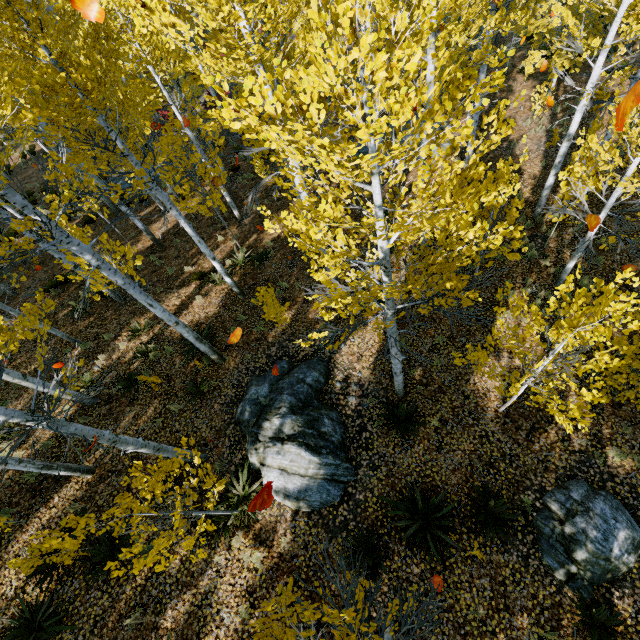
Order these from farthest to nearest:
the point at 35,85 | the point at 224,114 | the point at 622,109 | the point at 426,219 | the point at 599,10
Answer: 1. the point at 599,10
2. the point at 35,85
3. the point at 426,219
4. the point at 224,114
5. the point at 622,109

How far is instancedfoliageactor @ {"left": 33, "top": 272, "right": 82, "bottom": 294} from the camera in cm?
898

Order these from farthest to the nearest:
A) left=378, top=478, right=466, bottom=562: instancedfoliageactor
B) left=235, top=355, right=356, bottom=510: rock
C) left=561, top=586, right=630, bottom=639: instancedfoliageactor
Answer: left=235, top=355, right=356, bottom=510: rock < left=378, top=478, right=466, bottom=562: instancedfoliageactor < left=561, top=586, right=630, bottom=639: instancedfoliageactor

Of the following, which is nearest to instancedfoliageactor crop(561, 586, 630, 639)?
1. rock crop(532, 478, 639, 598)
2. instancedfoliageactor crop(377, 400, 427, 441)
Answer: instancedfoliageactor crop(377, 400, 427, 441)

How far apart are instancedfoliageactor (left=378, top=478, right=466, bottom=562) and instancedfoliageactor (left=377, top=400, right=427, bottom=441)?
1.4 meters

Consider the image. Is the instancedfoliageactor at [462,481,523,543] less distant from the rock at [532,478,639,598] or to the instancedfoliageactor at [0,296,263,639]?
the rock at [532,478,639,598]

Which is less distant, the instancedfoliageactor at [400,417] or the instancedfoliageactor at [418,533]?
the instancedfoliageactor at [418,533]

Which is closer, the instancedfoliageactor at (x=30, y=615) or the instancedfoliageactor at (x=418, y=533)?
the instancedfoliageactor at (x=30, y=615)
